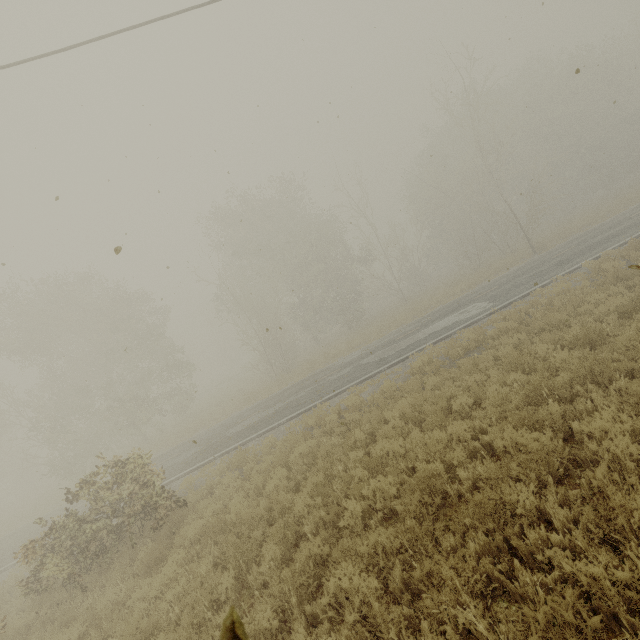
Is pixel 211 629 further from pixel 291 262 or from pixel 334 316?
pixel 334 316

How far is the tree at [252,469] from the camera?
8.9 meters

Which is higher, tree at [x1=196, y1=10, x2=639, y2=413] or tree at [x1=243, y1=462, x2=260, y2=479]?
tree at [x1=196, y1=10, x2=639, y2=413]

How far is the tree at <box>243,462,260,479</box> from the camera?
8.9m

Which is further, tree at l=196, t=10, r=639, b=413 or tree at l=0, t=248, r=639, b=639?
tree at l=196, t=10, r=639, b=413

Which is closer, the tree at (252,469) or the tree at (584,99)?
the tree at (252,469)

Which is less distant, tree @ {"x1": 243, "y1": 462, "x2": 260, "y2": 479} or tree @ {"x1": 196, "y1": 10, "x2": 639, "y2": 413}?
tree @ {"x1": 243, "y1": 462, "x2": 260, "y2": 479}
